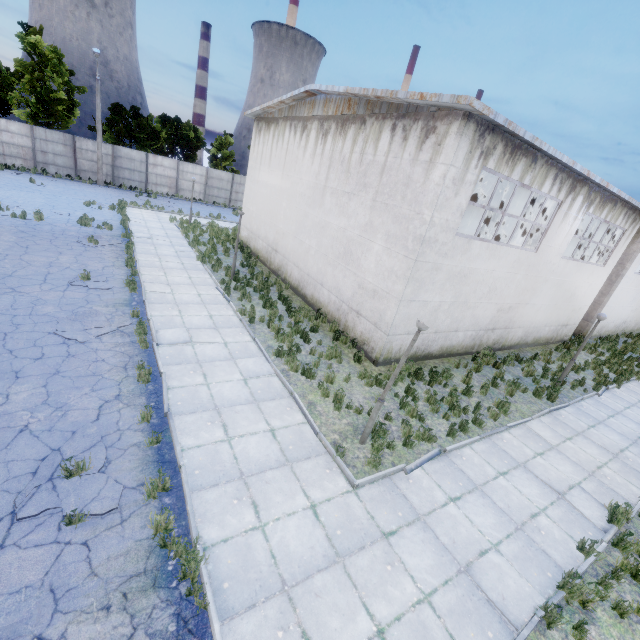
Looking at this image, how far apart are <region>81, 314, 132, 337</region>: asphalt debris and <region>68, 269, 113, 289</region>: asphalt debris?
1.7m

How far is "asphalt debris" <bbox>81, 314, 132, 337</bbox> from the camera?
9.3m

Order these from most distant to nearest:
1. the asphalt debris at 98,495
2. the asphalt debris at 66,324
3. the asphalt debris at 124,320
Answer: the asphalt debris at 124,320, the asphalt debris at 66,324, the asphalt debris at 98,495

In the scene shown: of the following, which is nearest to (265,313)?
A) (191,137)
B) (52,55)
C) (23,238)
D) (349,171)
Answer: (349,171)

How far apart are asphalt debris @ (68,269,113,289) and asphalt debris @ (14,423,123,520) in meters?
6.9

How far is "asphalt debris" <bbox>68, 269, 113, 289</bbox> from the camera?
11.5 meters

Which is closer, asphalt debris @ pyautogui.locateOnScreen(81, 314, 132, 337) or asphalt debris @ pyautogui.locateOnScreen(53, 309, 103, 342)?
asphalt debris @ pyautogui.locateOnScreen(53, 309, 103, 342)

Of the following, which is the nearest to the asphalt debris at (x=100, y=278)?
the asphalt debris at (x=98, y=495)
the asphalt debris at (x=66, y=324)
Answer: the asphalt debris at (x=66, y=324)
